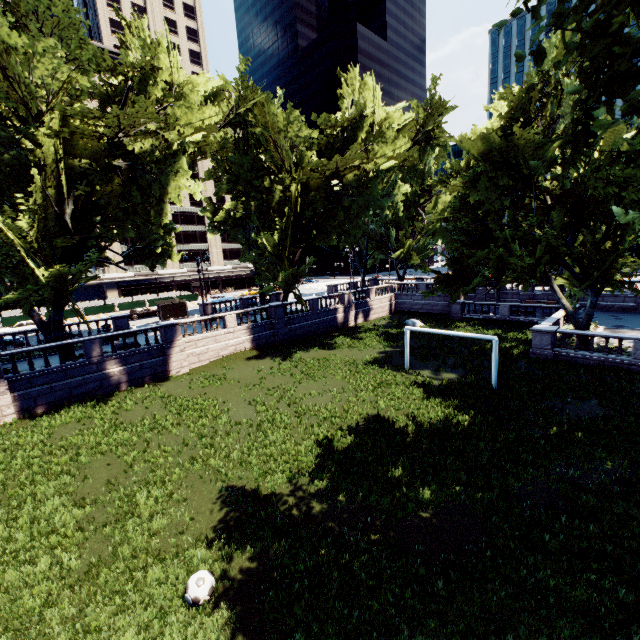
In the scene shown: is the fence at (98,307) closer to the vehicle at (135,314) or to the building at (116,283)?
the vehicle at (135,314)

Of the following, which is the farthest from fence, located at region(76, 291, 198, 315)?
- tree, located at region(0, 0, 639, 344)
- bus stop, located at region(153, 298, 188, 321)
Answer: tree, located at region(0, 0, 639, 344)

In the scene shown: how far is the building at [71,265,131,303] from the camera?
57.0 meters

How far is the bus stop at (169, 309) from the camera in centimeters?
3775cm

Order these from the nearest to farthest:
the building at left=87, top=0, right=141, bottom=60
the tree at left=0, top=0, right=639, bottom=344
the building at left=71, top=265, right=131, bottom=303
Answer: the tree at left=0, top=0, right=639, bottom=344 < the building at left=87, top=0, right=141, bottom=60 < the building at left=71, top=265, right=131, bottom=303

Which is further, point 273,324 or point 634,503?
point 273,324

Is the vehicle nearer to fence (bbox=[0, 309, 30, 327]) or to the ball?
fence (bbox=[0, 309, 30, 327])

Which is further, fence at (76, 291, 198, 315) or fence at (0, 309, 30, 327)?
fence at (76, 291, 198, 315)
